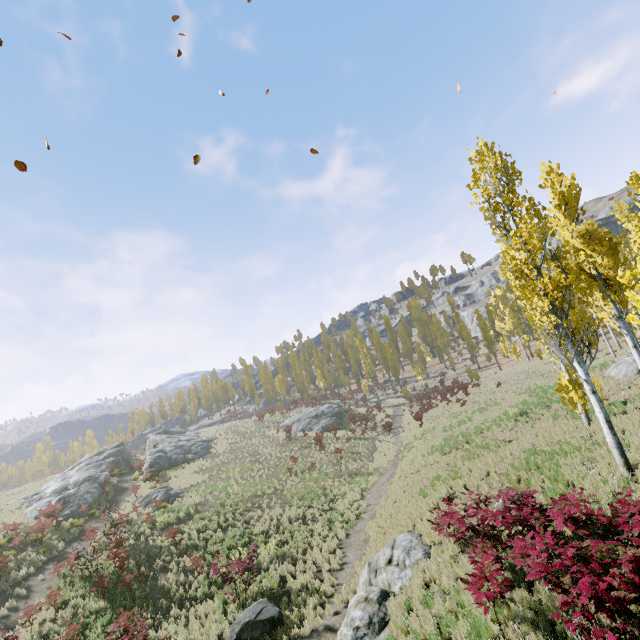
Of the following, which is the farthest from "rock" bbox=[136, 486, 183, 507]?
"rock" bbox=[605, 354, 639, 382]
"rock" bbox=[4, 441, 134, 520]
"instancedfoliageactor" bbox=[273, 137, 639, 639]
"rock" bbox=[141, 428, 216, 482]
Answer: "rock" bbox=[605, 354, 639, 382]

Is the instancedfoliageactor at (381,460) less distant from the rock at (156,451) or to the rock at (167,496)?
the rock at (156,451)

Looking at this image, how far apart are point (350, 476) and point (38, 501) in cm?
2688

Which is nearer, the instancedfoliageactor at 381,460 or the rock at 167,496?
the instancedfoliageactor at 381,460

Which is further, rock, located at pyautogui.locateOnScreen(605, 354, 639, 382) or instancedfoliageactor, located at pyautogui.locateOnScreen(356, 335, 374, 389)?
instancedfoliageactor, located at pyautogui.locateOnScreen(356, 335, 374, 389)

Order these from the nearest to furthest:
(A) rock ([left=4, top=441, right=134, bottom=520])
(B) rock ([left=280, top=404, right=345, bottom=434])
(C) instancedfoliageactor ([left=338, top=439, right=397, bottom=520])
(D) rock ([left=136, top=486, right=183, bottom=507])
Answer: (C) instancedfoliageactor ([left=338, top=439, right=397, bottom=520]) → (D) rock ([left=136, top=486, right=183, bottom=507]) → (A) rock ([left=4, top=441, right=134, bottom=520]) → (B) rock ([left=280, top=404, right=345, bottom=434])

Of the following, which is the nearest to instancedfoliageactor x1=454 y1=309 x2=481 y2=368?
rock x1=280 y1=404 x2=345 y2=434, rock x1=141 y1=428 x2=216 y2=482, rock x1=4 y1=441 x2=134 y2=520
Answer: rock x1=280 y1=404 x2=345 y2=434
